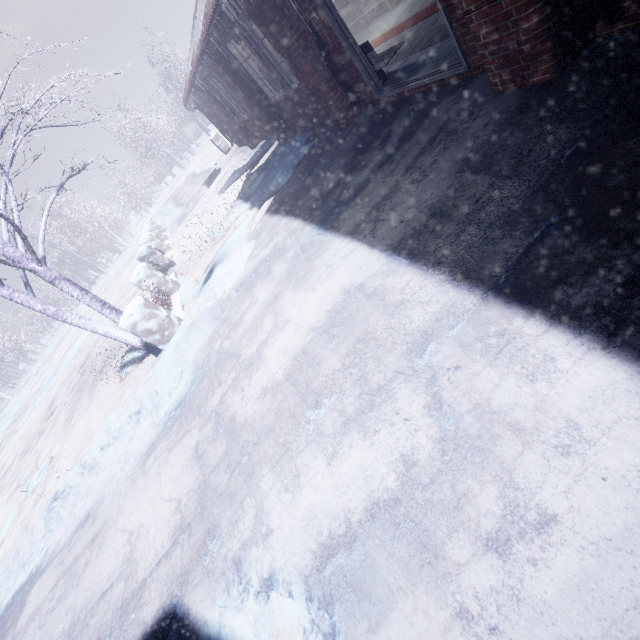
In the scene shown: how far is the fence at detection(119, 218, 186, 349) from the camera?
4.6m

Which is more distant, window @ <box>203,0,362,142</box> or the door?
window @ <box>203,0,362,142</box>

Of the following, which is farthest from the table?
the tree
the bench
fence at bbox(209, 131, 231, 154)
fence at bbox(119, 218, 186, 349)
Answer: fence at bbox(119, 218, 186, 349)

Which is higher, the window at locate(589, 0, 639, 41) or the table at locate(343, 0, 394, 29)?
the table at locate(343, 0, 394, 29)

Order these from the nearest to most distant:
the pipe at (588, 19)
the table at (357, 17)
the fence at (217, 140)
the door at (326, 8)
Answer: the pipe at (588, 19), the door at (326, 8), the table at (357, 17), the fence at (217, 140)

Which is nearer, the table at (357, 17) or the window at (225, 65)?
the window at (225, 65)

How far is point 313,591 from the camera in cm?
163

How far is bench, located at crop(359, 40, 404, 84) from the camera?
4.1 meters
